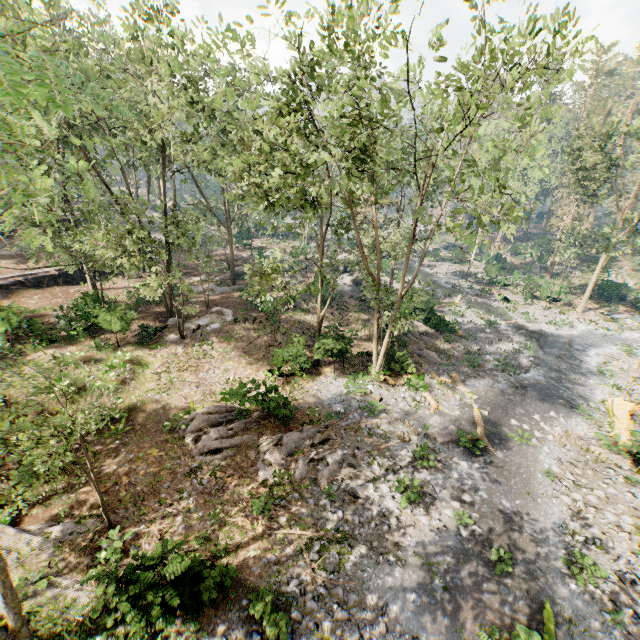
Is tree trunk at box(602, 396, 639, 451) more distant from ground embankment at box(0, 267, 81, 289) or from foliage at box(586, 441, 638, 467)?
ground embankment at box(0, 267, 81, 289)

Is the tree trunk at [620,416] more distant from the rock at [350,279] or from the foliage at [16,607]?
the rock at [350,279]

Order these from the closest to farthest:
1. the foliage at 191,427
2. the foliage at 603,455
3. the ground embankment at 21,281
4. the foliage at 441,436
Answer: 1. the foliage at 191,427
2. the foliage at 603,455
3. the foliage at 441,436
4. the ground embankment at 21,281

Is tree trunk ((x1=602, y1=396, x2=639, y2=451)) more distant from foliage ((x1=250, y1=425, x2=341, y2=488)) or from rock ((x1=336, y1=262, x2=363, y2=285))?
rock ((x1=336, y1=262, x2=363, y2=285))

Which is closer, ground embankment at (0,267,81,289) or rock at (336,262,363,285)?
ground embankment at (0,267,81,289)

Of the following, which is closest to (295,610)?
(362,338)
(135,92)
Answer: (362,338)

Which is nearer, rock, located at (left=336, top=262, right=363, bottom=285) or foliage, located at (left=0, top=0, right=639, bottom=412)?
foliage, located at (left=0, top=0, right=639, bottom=412)

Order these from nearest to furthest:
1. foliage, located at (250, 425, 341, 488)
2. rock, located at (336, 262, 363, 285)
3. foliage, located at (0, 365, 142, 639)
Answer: foliage, located at (0, 365, 142, 639)
foliage, located at (250, 425, 341, 488)
rock, located at (336, 262, 363, 285)
